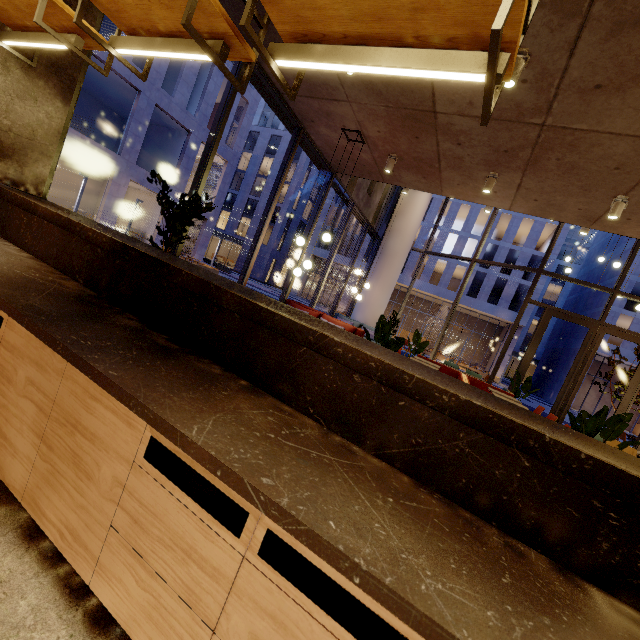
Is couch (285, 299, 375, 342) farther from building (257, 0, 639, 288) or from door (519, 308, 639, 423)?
door (519, 308, 639, 423)

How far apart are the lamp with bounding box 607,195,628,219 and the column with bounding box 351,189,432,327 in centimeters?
747cm

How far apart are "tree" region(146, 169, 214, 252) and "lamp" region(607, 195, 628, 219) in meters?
6.5 m

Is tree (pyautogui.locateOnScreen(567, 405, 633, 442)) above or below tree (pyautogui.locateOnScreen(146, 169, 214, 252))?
below

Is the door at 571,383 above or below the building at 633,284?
below

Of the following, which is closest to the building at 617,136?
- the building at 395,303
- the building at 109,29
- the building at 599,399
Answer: the building at 109,29

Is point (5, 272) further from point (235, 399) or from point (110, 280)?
point (235, 399)

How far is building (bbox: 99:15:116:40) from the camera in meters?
22.5
